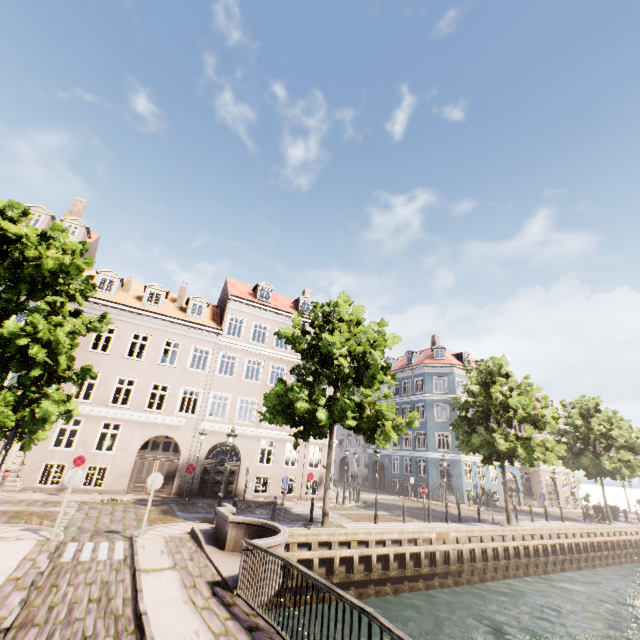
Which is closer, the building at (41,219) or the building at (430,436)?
the building at (41,219)

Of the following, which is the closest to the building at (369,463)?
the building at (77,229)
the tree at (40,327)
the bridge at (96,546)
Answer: the tree at (40,327)

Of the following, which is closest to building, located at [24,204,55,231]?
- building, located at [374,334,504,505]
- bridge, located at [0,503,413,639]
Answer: bridge, located at [0,503,413,639]

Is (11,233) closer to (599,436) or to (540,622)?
(540,622)

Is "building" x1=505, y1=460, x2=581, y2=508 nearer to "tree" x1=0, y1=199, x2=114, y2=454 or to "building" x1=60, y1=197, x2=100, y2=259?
"tree" x1=0, y1=199, x2=114, y2=454

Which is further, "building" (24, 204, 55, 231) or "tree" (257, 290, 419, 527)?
"building" (24, 204, 55, 231)

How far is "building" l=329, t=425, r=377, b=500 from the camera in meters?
28.8 m

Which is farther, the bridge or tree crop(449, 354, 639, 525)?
tree crop(449, 354, 639, 525)
